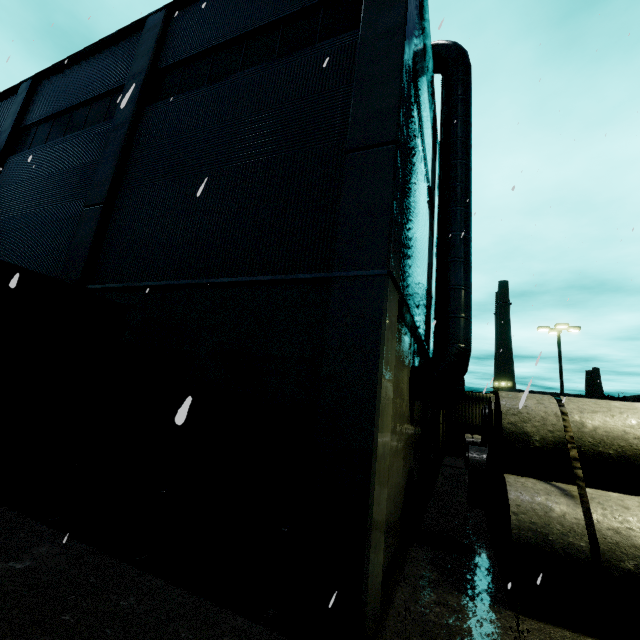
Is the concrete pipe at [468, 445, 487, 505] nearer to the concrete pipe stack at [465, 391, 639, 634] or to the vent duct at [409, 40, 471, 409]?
the concrete pipe stack at [465, 391, 639, 634]

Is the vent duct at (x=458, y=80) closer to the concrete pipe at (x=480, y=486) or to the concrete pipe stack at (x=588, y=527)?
the concrete pipe stack at (x=588, y=527)

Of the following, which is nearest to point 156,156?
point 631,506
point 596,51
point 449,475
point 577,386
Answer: Answer: point 596,51

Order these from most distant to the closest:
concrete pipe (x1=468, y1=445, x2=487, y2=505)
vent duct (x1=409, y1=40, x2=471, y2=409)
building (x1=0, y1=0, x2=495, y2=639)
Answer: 1. concrete pipe (x1=468, y1=445, x2=487, y2=505)
2. vent duct (x1=409, y1=40, x2=471, y2=409)
3. building (x1=0, y1=0, x2=495, y2=639)

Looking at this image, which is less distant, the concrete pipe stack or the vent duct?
the concrete pipe stack

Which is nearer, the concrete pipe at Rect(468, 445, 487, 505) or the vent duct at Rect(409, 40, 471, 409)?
the vent duct at Rect(409, 40, 471, 409)

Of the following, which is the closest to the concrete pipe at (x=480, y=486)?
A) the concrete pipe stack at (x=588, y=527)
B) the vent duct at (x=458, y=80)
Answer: the concrete pipe stack at (x=588, y=527)

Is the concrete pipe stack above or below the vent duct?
below
